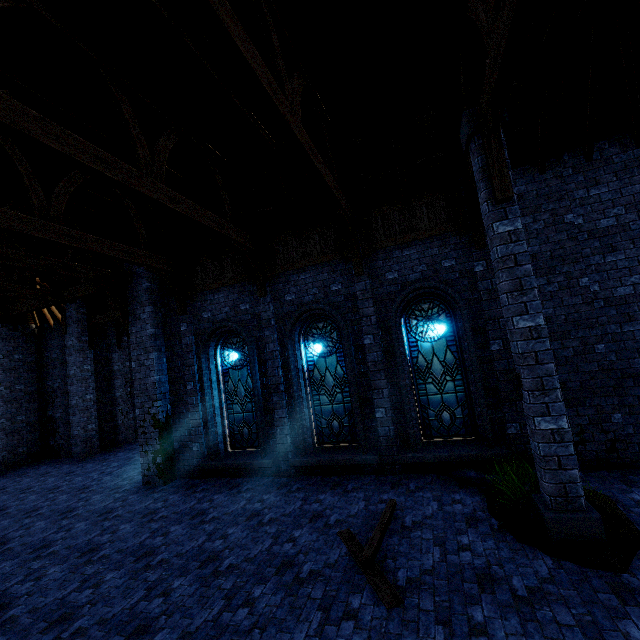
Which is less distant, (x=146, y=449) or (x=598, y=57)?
(x=598, y=57)

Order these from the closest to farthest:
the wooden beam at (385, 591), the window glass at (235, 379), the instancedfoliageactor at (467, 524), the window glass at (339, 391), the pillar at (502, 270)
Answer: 1. the wooden beam at (385, 591)
2. the pillar at (502, 270)
3. the instancedfoliageactor at (467, 524)
4. the window glass at (339, 391)
5. the window glass at (235, 379)

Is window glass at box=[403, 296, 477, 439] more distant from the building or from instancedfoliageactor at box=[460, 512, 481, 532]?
instancedfoliageactor at box=[460, 512, 481, 532]

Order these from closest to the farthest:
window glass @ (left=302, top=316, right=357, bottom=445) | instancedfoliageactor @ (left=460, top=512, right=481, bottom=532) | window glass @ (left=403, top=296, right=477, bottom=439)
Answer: instancedfoliageactor @ (left=460, top=512, right=481, bottom=532), window glass @ (left=403, top=296, right=477, bottom=439), window glass @ (left=302, top=316, right=357, bottom=445)

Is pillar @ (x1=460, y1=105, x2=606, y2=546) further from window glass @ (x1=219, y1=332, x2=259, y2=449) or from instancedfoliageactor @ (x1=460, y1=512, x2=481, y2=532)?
window glass @ (x1=219, y1=332, x2=259, y2=449)

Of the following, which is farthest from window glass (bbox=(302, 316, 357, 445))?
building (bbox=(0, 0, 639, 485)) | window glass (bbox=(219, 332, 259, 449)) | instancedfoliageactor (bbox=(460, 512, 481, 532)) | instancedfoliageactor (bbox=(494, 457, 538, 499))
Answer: instancedfoliageactor (bbox=(494, 457, 538, 499))

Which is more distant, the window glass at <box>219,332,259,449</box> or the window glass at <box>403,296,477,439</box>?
the window glass at <box>219,332,259,449</box>

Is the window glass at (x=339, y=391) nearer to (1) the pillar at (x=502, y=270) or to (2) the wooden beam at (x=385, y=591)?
(2) the wooden beam at (x=385, y=591)
